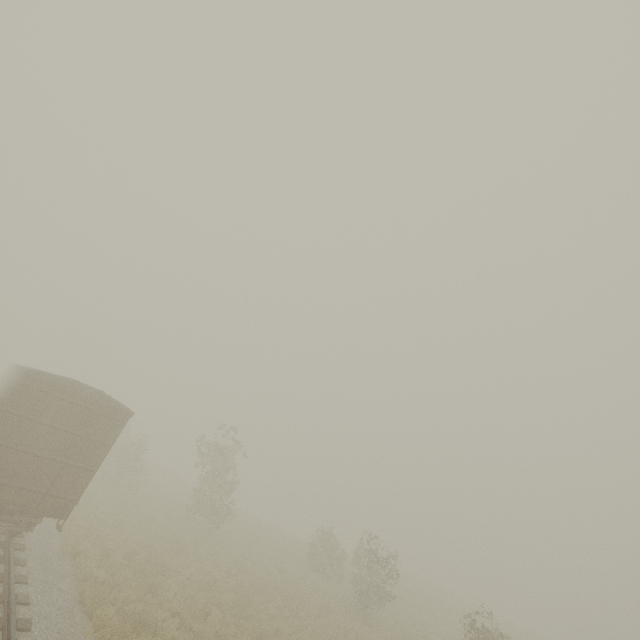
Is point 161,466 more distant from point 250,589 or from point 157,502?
point 250,589
